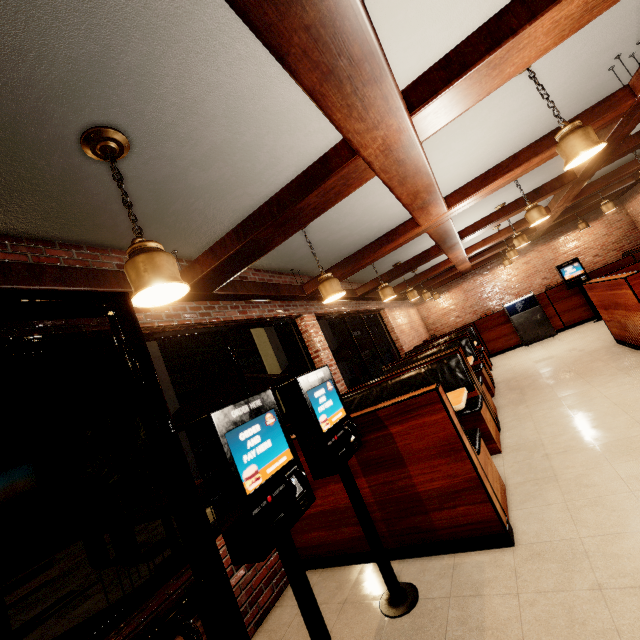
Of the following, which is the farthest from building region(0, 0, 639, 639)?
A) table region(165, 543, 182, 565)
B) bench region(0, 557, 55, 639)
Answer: table region(165, 543, 182, 565)

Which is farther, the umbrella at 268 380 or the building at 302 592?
the umbrella at 268 380

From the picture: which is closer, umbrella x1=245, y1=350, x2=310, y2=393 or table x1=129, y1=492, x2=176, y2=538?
table x1=129, y1=492, x2=176, y2=538

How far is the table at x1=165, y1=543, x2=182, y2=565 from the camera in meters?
4.7

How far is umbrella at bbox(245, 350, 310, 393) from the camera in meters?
4.7

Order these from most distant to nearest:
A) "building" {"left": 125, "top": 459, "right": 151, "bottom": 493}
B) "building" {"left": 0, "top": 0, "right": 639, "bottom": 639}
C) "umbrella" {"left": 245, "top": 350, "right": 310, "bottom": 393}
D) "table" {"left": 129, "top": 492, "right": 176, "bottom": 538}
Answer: "building" {"left": 125, "top": 459, "right": 151, "bottom": 493} < "umbrella" {"left": 245, "top": 350, "right": 310, "bottom": 393} < "table" {"left": 129, "top": 492, "right": 176, "bottom": 538} < "building" {"left": 0, "top": 0, "right": 639, "bottom": 639}

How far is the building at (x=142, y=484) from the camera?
15.5m

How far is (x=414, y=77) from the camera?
2.59m
